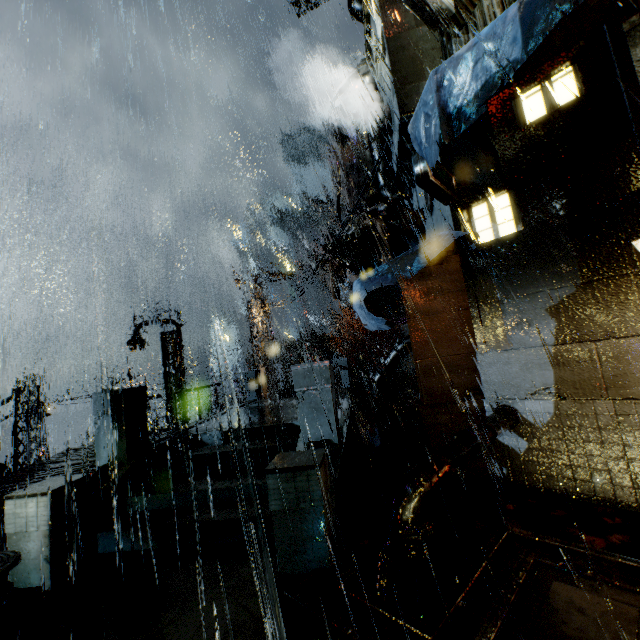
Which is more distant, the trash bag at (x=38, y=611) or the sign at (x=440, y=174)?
the sign at (x=440, y=174)

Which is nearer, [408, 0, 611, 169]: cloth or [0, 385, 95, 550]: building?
[408, 0, 611, 169]: cloth

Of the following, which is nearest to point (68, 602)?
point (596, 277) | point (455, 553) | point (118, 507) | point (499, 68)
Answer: point (118, 507)

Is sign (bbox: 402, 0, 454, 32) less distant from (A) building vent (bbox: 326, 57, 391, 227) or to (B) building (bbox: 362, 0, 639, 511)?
(B) building (bbox: 362, 0, 639, 511)

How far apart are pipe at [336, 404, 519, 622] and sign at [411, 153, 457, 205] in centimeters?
491cm

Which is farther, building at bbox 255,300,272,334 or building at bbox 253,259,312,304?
building at bbox 255,300,272,334

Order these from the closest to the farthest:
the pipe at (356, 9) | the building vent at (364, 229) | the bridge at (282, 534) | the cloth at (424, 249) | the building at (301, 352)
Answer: the bridge at (282, 534) → the cloth at (424, 249) → the building vent at (364, 229) → the pipe at (356, 9) → the building at (301, 352)

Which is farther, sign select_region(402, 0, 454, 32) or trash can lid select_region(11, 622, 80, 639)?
sign select_region(402, 0, 454, 32)
